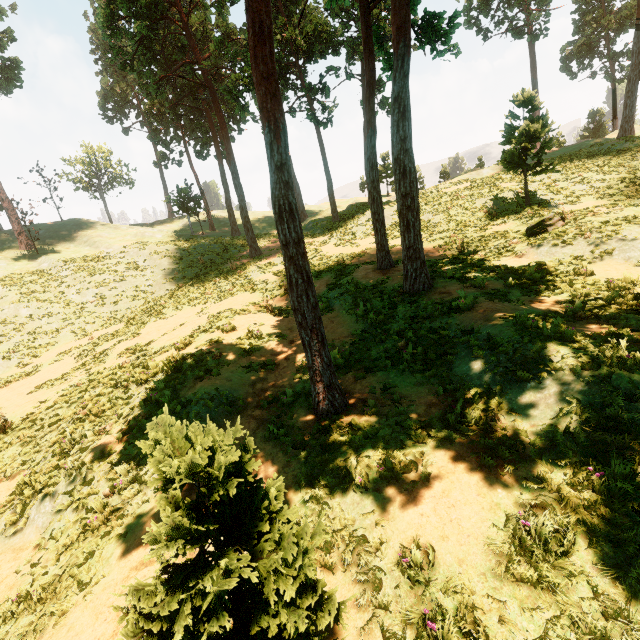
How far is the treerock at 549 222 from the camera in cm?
1455

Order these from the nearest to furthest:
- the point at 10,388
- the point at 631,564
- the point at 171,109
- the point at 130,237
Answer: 1. the point at 631,564
2. the point at 10,388
3. the point at 171,109
4. the point at 130,237

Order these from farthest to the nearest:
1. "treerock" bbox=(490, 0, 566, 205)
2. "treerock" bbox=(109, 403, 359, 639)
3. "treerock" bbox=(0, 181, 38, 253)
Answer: "treerock" bbox=(0, 181, 38, 253) < "treerock" bbox=(490, 0, 566, 205) < "treerock" bbox=(109, 403, 359, 639)

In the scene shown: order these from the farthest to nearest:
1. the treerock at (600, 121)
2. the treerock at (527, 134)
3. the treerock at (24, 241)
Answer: the treerock at (24, 241), the treerock at (600, 121), the treerock at (527, 134)

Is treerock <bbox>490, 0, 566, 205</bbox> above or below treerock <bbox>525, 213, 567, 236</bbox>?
above

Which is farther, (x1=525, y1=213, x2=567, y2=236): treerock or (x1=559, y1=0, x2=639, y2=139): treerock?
(x1=559, y1=0, x2=639, y2=139): treerock

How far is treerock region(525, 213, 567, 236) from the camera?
14.55m
